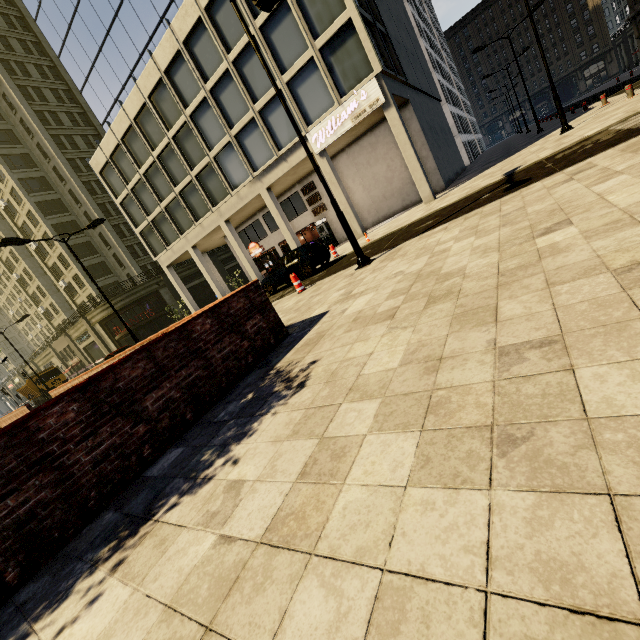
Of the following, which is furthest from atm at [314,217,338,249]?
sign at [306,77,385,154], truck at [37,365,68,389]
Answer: truck at [37,365,68,389]

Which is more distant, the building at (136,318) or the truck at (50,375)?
the truck at (50,375)

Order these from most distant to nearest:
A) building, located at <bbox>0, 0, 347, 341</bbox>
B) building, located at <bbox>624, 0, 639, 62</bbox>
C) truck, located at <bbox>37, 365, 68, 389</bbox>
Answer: building, located at <bbox>624, 0, 639, 62</bbox>
truck, located at <bbox>37, 365, 68, 389</bbox>
building, located at <bbox>0, 0, 347, 341</bbox>

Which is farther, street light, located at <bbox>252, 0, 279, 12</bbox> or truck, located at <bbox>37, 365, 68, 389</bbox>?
truck, located at <bbox>37, 365, 68, 389</bbox>

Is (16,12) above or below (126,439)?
above

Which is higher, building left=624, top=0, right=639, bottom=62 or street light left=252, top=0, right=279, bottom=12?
street light left=252, top=0, right=279, bottom=12

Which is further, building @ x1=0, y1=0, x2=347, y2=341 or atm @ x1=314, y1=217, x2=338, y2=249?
atm @ x1=314, y1=217, x2=338, y2=249

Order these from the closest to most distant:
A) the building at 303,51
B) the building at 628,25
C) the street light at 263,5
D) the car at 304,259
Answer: the street light at 263,5 < the car at 304,259 < the building at 303,51 < the building at 628,25
